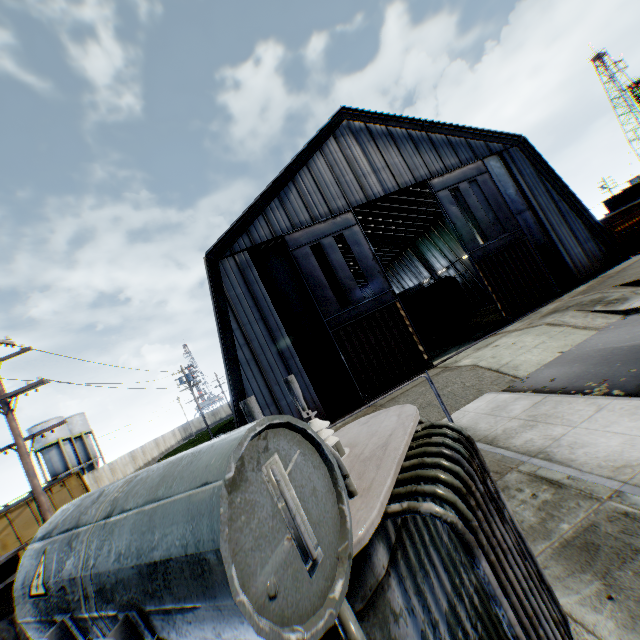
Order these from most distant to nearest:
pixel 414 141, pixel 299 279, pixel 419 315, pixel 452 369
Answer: pixel 419 315 → pixel 414 141 → pixel 299 279 → pixel 452 369

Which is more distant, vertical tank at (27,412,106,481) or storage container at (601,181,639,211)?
storage container at (601,181,639,211)

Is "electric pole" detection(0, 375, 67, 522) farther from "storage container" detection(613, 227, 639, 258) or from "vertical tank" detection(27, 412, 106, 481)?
"vertical tank" detection(27, 412, 106, 481)

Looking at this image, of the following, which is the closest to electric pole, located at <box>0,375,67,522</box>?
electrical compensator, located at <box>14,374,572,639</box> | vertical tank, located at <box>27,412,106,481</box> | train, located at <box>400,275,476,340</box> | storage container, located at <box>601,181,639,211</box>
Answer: electrical compensator, located at <box>14,374,572,639</box>

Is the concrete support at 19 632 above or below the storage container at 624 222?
above

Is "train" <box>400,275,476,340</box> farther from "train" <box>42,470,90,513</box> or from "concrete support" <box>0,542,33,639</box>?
"concrete support" <box>0,542,33,639</box>

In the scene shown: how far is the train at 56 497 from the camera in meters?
15.9 m

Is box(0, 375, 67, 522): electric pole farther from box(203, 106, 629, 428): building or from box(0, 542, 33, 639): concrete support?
box(0, 542, 33, 639): concrete support
